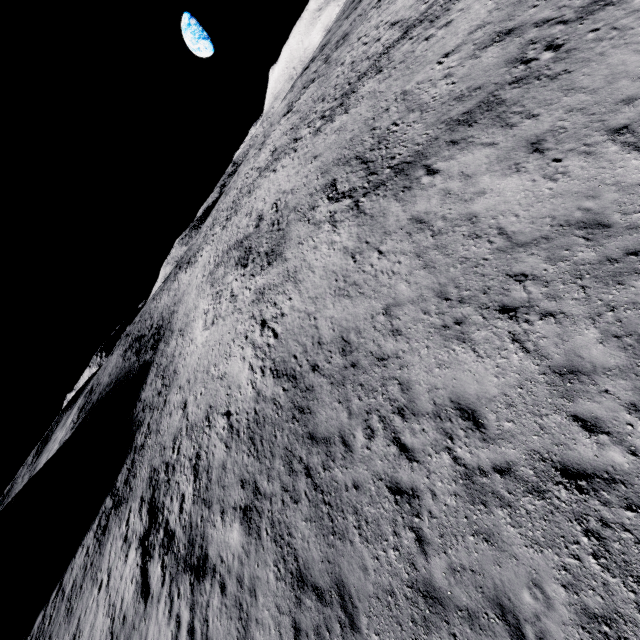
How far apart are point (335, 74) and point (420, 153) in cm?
3185
